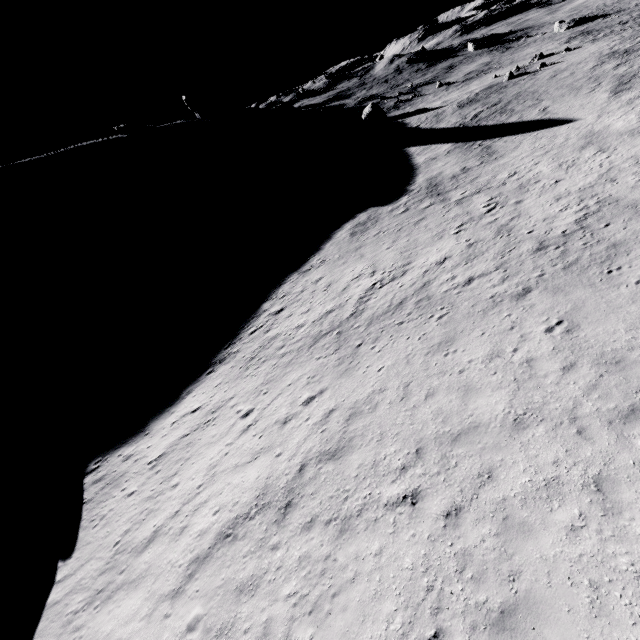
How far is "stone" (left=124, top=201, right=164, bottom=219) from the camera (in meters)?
56.31

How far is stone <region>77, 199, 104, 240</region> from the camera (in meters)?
54.09

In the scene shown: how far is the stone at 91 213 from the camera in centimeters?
5409cm

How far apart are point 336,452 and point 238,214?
46.9 meters

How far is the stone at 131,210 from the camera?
56.31m

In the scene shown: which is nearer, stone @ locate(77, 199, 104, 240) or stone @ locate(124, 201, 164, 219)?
stone @ locate(77, 199, 104, 240)
